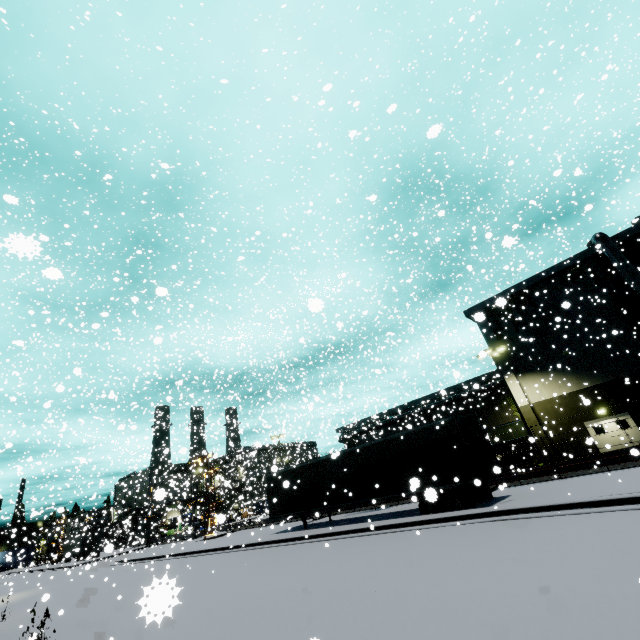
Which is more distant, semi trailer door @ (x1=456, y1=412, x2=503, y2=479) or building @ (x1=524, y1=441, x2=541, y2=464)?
building @ (x1=524, y1=441, x2=541, y2=464)

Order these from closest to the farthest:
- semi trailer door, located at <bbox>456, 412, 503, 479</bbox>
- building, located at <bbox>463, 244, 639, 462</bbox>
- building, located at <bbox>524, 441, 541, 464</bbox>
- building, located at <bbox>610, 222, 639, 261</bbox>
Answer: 1. semi trailer door, located at <bbox>456, 412, 503, 479</bbox>
2. building, located at <bbox>463, 244, 639, 462</bbox>
3. building, located at <bbox>610, 222, 639, 261</bbox>
4. building, located at <bbox>524, 441, 541, 464</bbox>

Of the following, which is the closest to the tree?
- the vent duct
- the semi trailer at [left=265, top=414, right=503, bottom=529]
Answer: the vent duct

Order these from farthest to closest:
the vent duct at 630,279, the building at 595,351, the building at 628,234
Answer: the building at 628,234 < the building at 595,351 < the vent duct at 630,279

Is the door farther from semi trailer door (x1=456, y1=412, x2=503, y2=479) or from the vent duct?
semi trailer door (x1=456, y1=412, x2=503, y2=479)

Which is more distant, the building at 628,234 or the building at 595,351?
the building at 628,234

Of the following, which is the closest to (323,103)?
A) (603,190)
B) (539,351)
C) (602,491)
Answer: (602,491)

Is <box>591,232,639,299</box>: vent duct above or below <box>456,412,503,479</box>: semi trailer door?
above
